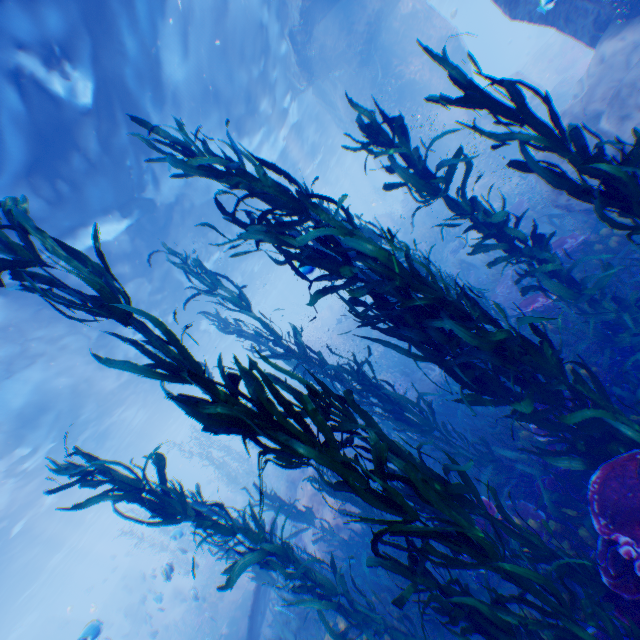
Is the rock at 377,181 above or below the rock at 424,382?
above

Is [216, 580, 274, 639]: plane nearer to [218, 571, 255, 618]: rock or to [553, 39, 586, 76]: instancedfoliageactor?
[218, 571, 255, 618]: rock

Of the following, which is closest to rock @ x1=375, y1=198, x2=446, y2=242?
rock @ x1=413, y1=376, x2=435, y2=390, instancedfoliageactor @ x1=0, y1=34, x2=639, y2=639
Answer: instancedfoliageactor @ x1=0, y1=34, x2=639, y2=639

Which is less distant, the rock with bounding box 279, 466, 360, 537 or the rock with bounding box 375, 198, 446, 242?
the rock with bounding box 279, 466, 360, 537

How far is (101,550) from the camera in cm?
5853

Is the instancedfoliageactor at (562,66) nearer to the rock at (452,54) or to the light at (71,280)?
the rock at (452,54)

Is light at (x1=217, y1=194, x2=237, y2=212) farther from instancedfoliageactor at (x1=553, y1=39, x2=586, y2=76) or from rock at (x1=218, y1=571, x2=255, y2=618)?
instancedfoliageactor at (x1=553, y1=39, x2=586, y2=76)

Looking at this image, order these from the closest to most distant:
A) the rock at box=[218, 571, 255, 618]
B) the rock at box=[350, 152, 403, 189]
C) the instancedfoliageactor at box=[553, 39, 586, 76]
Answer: the rock at box=[218, 571, 255, 618], the instancedfoliageactor at box=[553, 39, 586, 76], the rock at box=[350, 152, 403, 189]
